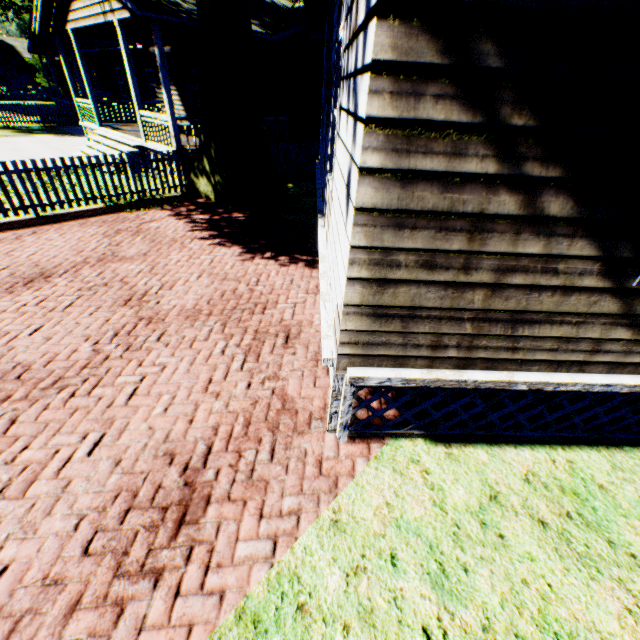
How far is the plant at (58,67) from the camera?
39.1m

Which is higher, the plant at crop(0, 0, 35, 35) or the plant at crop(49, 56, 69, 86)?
the plant at crop(0, 0, 35, 35)

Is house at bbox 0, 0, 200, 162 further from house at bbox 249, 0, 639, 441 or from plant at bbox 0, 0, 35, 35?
house at bbox 249, 0, 639, 441

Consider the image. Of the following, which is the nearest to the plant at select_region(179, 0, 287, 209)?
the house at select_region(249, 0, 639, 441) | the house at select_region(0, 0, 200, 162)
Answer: the house at select_region(0, 0, 200, 162)

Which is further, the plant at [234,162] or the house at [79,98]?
the house at [79,98]

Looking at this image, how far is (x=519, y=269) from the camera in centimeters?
224cm
